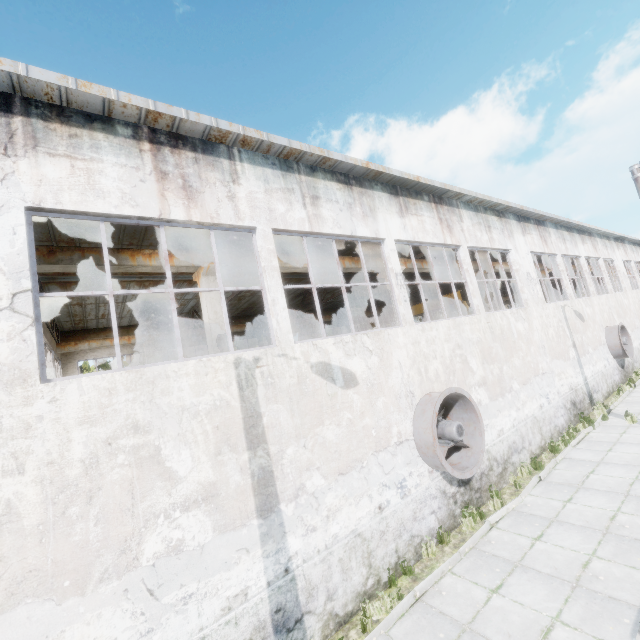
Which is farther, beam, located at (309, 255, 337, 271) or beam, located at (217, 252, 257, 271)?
beam, located at (309, 255, 337, 271)

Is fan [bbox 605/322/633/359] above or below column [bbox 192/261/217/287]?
below

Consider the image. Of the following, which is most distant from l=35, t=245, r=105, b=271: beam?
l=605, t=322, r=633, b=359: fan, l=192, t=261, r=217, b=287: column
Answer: l=605, t=322, r=633, b=359: fan

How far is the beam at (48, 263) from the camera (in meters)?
7.07

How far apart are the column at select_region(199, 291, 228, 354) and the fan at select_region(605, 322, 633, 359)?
21.2m

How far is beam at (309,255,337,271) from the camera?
11.4m

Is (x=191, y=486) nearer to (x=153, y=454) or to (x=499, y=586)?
(x=153, y=454)

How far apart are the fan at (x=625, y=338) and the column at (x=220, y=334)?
21.25m
